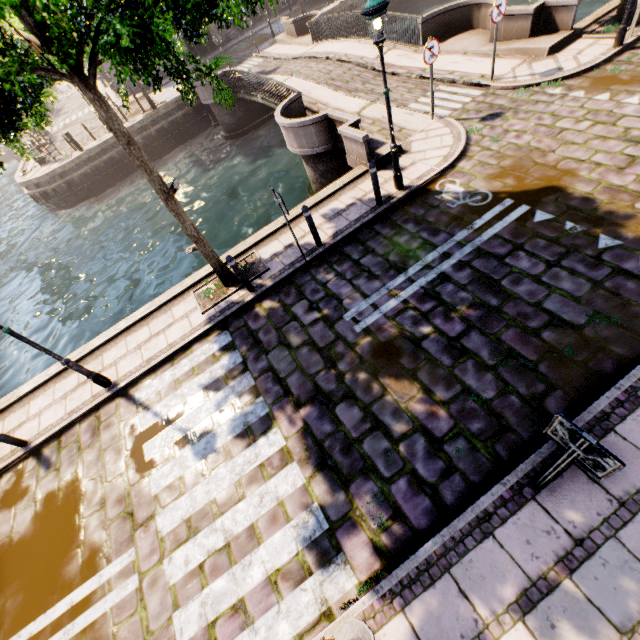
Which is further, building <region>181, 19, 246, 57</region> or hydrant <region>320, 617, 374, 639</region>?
building <region>181, 19, 246, 57</region>

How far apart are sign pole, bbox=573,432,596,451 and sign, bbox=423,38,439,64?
9.95m

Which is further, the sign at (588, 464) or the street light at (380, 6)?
the street light at (380, 6)

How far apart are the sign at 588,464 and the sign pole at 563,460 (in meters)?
0.02

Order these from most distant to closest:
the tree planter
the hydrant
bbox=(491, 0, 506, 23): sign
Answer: bbox=(491, 0, 506, 23): sign < the tree planter < the hydrant

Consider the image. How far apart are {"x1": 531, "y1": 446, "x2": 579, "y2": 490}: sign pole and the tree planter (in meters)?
6.44

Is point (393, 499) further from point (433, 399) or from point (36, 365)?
point (36, 365)
